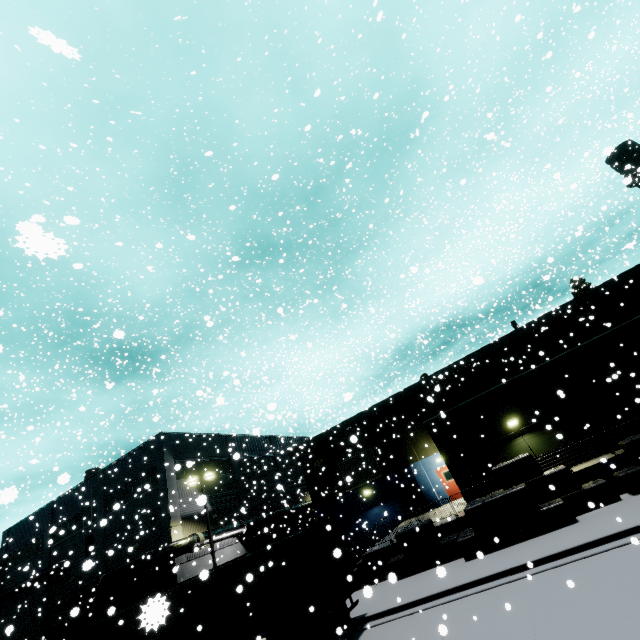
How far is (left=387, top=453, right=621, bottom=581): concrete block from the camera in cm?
1365

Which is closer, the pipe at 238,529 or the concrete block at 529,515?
the concrete block at 529,515

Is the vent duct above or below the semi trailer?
above

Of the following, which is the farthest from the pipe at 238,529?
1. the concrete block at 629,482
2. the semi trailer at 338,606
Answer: the concrete block at 629,482

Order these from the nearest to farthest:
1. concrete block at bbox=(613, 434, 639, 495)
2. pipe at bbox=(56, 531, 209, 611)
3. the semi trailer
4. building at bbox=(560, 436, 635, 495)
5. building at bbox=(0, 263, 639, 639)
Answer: the semi trailer
concrete block at bbox=(613, 434, 639, 495)
building at bbox=(560, 436, 635, 495)
building at bbox=(0, 263, 639, 639)
pipe at bbox=(56, 531, 209, 611)

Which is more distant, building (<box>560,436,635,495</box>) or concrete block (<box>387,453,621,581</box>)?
building (<box>560,436,635,495</box>)

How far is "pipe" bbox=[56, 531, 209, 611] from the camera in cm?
2264

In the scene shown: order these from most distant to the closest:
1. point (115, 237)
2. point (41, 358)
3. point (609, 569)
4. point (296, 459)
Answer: point (296, 459) → point (115, 237) → point (41, 358) → point (609, 569)
